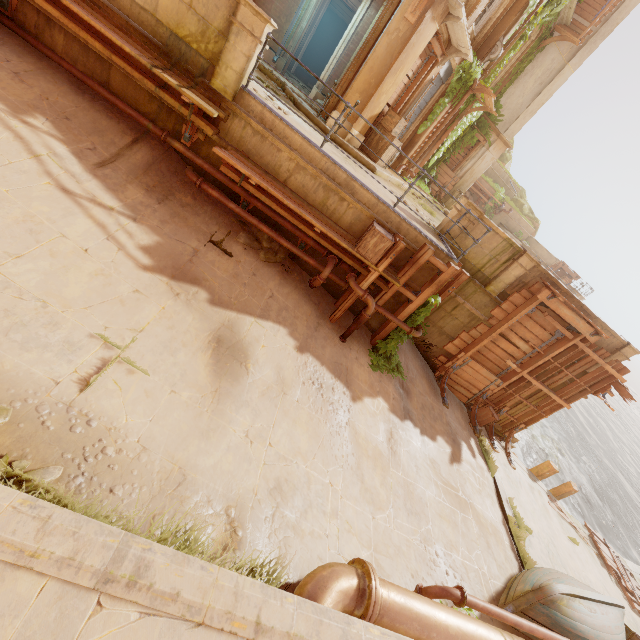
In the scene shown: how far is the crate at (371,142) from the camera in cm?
1068

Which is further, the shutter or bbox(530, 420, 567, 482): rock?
bbox(530, 420, 567, 482): rock

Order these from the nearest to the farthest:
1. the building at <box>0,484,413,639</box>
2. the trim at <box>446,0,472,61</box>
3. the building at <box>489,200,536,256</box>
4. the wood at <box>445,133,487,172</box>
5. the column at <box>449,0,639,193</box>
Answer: the building at <box>0,484,413,639</box> < the trim at <box>446,0,472,61</box> < the column at <box>449,0,639,193</box> < the wood at <box>445,133,487,172</box> < the building at <box>489,200,536,256</box>

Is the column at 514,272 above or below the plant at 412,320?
above

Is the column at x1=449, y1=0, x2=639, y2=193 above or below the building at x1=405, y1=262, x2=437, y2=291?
above

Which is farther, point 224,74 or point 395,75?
point 395,75

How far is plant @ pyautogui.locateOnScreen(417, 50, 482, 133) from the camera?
12.0m

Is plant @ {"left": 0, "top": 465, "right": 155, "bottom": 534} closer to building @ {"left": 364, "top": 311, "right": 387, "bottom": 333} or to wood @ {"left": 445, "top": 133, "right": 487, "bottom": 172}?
building @ {"left": 364, "top": 311, "right": 387, "bottom": 333}
